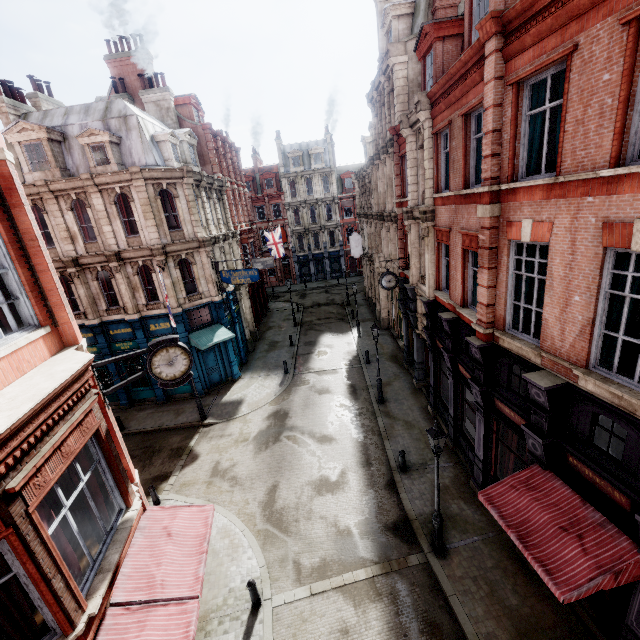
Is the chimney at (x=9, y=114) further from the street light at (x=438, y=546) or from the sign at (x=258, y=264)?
the street light at (x=438, y=546)

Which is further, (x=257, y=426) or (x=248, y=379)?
(x=248, y=379)

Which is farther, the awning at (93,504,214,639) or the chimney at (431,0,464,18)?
the chimney at (431,0,464,18)

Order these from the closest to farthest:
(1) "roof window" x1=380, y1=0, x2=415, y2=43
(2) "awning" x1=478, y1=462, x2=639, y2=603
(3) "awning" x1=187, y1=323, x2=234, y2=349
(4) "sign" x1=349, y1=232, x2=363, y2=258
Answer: (2) "awning" x1=478, y1=462, x2=639, y2=603
(1) "roof window" x1=380, y1=0, x2=415, y2=43
(3) "awning" x1=187, y1=323, x2=234, y2=349
(4) "sign" x1=349, y1=232, x2=363, y2=258

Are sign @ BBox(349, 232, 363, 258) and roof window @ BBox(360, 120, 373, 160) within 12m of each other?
yes

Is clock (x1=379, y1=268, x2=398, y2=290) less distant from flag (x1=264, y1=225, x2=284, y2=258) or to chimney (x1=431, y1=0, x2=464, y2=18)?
chimney (x1=431, y1=0, x2=464, y2=18)

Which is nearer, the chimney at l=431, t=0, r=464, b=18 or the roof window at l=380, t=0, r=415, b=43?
the chimney at l=431, t=0, r=464, b=18

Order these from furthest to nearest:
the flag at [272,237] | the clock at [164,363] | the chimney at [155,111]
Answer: the flag at [272,237] < the chimney at [155,111] < the clock at [164,363]
